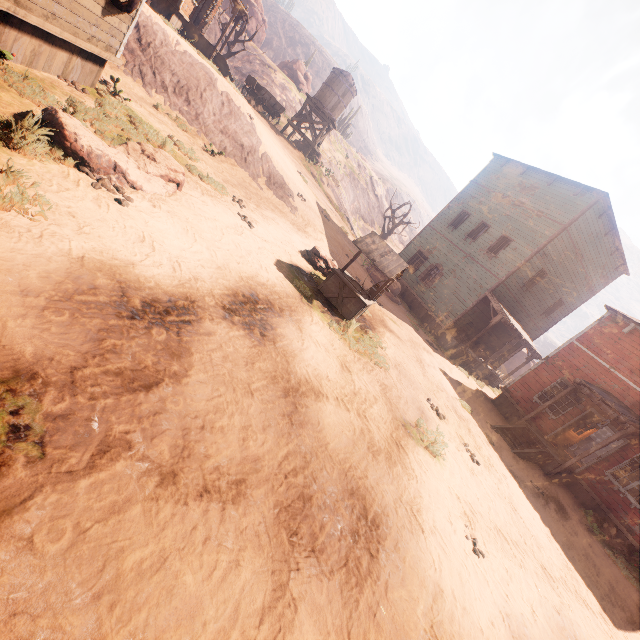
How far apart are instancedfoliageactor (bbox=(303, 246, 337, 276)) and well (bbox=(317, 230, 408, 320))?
0.8 meters

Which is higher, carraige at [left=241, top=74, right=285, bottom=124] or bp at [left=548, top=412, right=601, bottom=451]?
carraige at [left=241, top=74, right=285, bottom=124]

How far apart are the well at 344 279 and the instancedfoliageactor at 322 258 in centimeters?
82cm

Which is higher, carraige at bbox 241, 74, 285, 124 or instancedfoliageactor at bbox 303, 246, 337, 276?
carraige at bbox 241, 74, 285, 124

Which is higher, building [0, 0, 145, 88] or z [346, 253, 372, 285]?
building [0, 0, 145, 88]

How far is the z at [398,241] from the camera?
44.5 meters

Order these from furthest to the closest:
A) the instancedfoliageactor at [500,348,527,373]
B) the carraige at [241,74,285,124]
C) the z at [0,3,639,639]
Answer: the instancedfoliageactor at [500,348,527,373] → the carraige at [241,74,285,124] → the z at [0,3,639,639]

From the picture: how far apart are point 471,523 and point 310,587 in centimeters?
415cm
